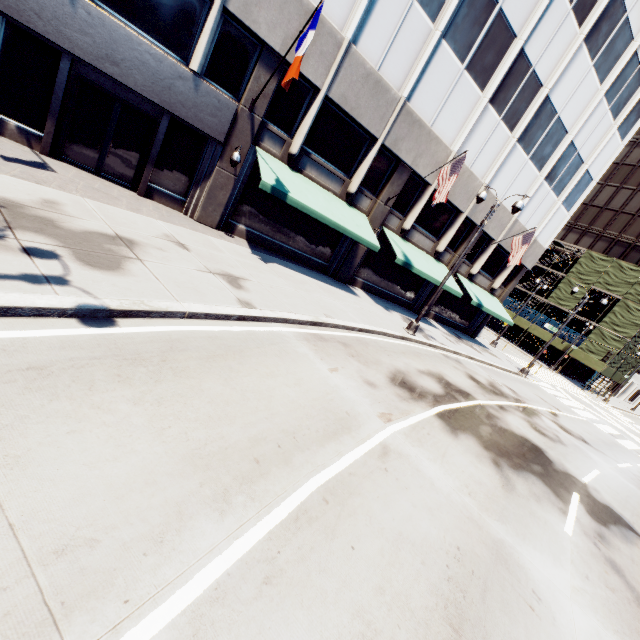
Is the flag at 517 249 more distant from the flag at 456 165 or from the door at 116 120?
the door at 116 120

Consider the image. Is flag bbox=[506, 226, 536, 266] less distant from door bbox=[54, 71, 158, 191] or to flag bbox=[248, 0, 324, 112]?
flag bbox=[248, 0, 324, 112]

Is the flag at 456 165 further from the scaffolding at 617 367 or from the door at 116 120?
the scaffolding at 617 367

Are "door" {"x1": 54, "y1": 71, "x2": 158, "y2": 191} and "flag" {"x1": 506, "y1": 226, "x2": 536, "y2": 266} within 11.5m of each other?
no

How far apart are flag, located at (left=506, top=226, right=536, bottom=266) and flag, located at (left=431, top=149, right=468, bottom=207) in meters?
7.8 m

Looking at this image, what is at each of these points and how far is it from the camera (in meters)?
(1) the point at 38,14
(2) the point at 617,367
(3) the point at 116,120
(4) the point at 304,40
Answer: (1) building, 9.04
(2) scaffolding, 40.88
(3) door, 11.49
(4) flag, 9.41

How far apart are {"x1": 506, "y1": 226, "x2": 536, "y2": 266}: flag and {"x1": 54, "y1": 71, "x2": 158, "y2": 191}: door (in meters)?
18.90

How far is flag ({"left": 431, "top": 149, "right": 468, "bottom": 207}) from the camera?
14.1 meters
